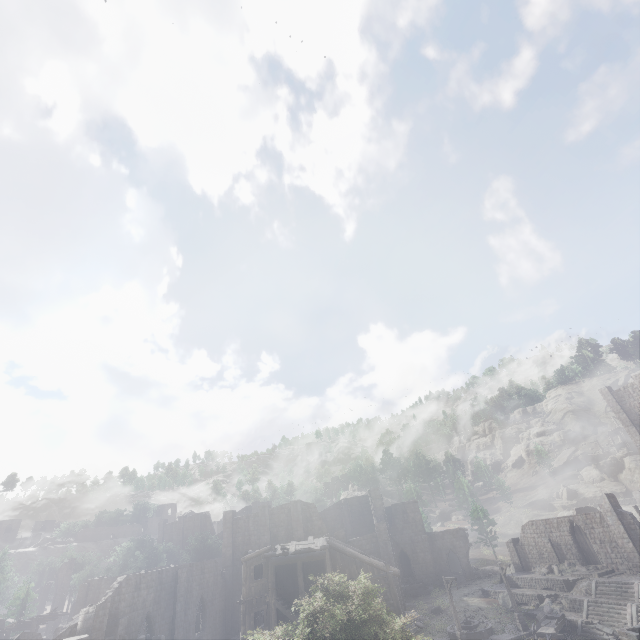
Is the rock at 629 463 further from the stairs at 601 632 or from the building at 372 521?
the stairs at 601 632

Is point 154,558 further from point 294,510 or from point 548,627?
point 548,627

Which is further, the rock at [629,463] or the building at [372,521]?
the rock at [629,463]

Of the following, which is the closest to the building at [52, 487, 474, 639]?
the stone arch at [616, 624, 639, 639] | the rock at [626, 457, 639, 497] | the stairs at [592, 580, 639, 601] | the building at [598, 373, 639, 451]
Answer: the stone arch at [616, 624, 639, 639]

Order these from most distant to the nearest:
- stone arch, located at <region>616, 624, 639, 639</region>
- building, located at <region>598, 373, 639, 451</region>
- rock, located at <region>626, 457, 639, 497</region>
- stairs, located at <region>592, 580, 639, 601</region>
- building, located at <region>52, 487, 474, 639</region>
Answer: rock, located at <region>626, 457, 639, 497</region> < building, located at <region>598, 373, 639, 451</region> < stairs, located at <region>592, 580, 639, 601</region> < building, located at <region>52, 487, 474, 639</region> < stone arch, located at <region>616, 624, 639, 639</region>

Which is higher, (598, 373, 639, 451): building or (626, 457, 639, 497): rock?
(598, 373, 639, 451): building

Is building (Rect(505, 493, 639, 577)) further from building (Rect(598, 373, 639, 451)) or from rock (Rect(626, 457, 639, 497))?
rock (Rect(626, 457, 639, 497))
